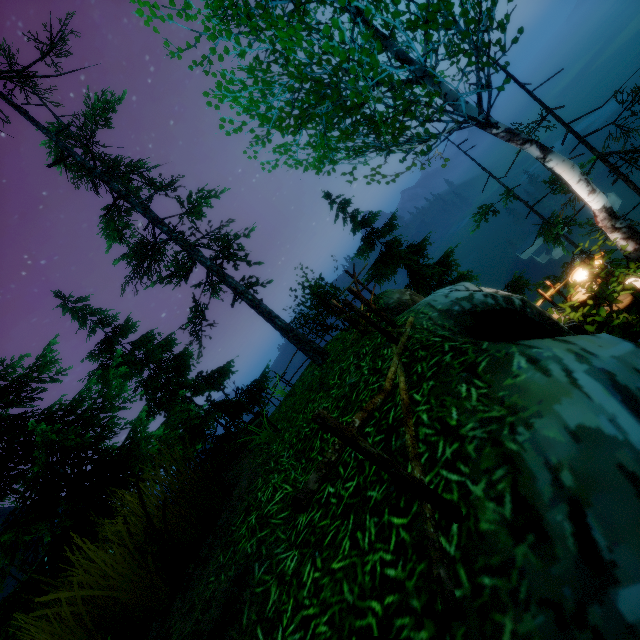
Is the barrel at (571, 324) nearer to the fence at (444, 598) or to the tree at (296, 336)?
the tree at (296, 336)

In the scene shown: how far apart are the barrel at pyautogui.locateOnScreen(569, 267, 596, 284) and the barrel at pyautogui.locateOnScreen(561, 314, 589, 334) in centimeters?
26cm

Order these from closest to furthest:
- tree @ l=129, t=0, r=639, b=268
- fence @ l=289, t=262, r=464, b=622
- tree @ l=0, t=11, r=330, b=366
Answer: fence @ l=289, t=262, r=464, b=622 → tree @ l=129, t=0, r=639, b=268 → tree @ l=0, t=11, r=330, b=366

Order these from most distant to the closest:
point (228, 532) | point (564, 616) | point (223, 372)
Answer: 1. point (223, 372)
2. point (228, 532)
3. point (564, 616)

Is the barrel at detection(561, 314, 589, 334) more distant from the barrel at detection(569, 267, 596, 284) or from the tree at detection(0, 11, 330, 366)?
the tree at detection(0, 11, 330, 366)

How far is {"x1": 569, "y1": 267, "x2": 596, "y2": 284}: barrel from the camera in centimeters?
652cm

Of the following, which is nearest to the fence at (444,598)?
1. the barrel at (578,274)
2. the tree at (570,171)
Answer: the tree at (570,171)

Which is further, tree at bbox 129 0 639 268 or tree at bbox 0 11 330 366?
tree at bbox 0 11 330 366
